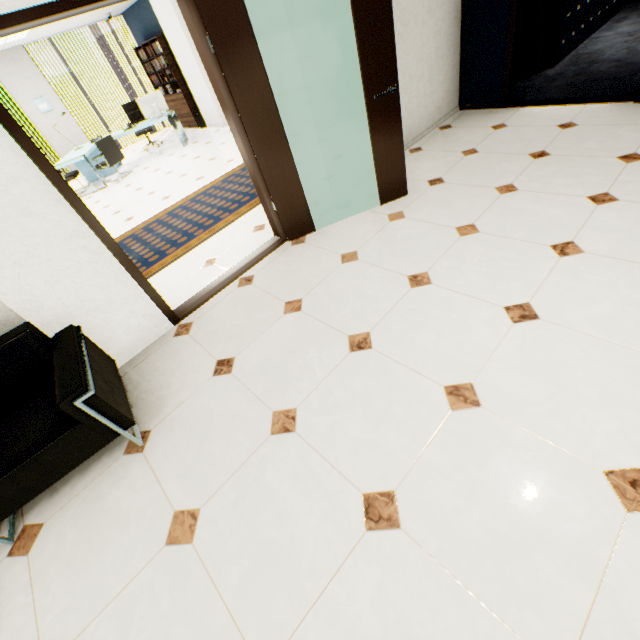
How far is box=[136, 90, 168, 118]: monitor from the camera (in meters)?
7.87

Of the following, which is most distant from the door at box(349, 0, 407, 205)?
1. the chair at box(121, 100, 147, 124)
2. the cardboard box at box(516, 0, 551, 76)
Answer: the chair at box(121, 100, 147, 124)

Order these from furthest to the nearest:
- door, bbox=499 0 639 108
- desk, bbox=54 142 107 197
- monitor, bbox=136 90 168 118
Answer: monitor, bbox=136 90 168 118, desk, bbox=54 142 107 197, door, bbox=499 0 639 108

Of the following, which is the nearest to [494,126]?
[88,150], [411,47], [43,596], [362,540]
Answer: [411,47]

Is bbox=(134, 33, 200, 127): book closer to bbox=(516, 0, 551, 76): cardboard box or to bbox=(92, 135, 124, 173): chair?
bbox=(92, 135, 124, 173): chair

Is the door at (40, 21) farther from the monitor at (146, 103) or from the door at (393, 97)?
the monitor at (146, 103)

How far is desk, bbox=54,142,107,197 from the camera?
7.2m

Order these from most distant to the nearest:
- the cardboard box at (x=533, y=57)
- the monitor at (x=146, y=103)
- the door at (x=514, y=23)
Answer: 1. the monitor at (x=146, y=103)
2. the cardboard box at (x=533, y=57)
3. the door at (x=514, y=23)
